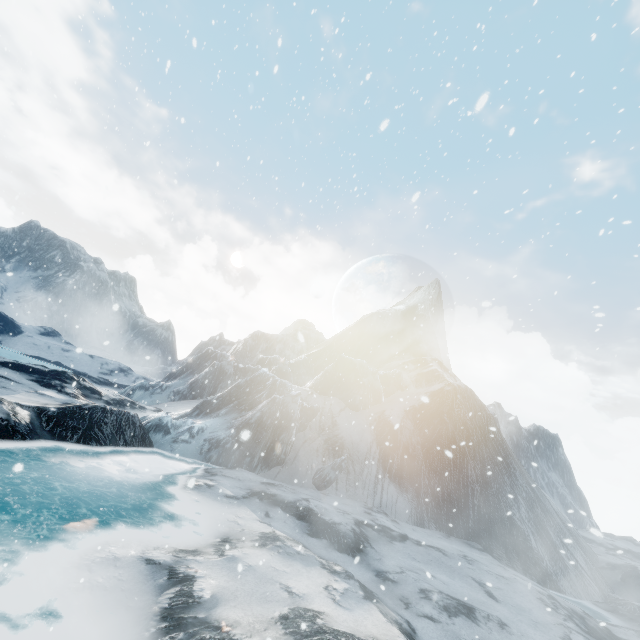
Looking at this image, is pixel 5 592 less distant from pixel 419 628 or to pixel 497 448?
pixel 419 628
